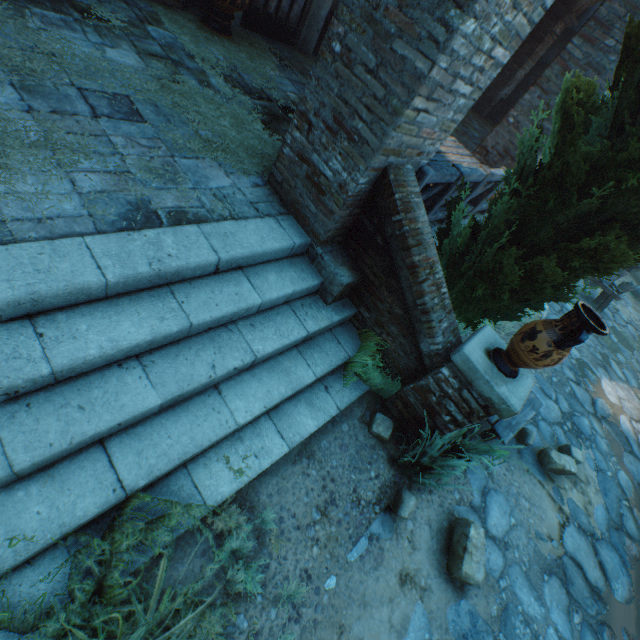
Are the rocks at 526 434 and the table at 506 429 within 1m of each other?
yes

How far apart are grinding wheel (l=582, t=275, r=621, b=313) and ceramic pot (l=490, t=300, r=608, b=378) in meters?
8.9 m

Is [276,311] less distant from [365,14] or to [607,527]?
[365,14]

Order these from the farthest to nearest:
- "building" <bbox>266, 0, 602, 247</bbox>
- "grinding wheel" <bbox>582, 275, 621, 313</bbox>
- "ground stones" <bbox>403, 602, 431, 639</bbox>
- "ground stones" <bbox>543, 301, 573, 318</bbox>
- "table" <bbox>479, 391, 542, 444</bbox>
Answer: "grinding wheel" <bbox>582, 275, 621, 313</bbox> → "ground stones" <bbox>543, 301, 573, 318</bbox> → "table" <bbox>479, 391, 542, 444</bbox> → "ground stones" <bbox>403, 602, 431, 639</bbox> → "building" <bbox>266, 0, 602, 247</bbox>

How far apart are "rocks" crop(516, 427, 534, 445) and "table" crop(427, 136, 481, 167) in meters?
3.6 m

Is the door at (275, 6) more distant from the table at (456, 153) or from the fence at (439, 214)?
the fence at (439, 214)

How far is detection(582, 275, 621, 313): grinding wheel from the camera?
9.54m

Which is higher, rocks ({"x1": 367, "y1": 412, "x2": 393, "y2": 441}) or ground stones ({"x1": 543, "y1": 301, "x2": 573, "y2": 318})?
rocks ({"x1": 367, "y1": 412, "x2": 393, "y2": 441})
